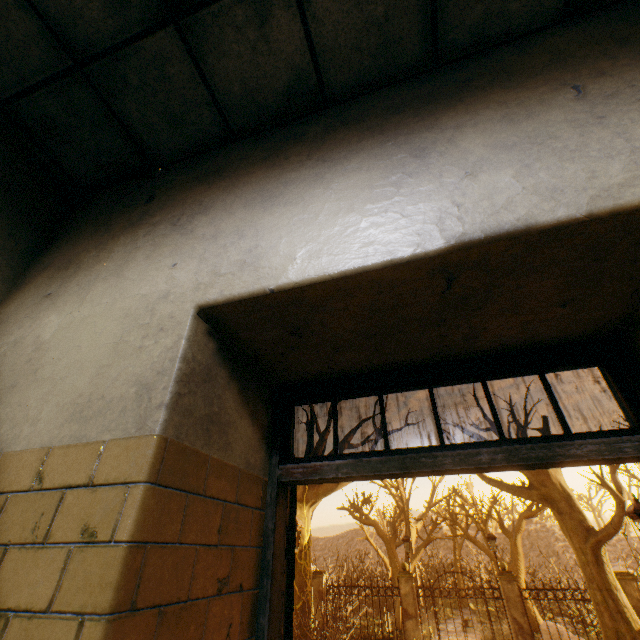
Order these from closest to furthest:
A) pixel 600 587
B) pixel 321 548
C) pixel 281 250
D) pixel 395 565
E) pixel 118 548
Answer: pixel 118 548 → pixel 281 250 → pixel 600 587 → pixel 395 565 → pixel 321 548

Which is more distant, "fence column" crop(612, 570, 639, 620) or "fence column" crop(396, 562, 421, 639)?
"fence column" crop(396, 562, 421, 639)

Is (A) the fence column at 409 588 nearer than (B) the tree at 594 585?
No

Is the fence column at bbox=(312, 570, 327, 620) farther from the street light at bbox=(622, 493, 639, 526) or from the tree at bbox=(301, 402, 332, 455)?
the tree at bbox=(301, 402, 332, 455)

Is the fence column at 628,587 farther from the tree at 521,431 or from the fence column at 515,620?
the tree at 521,431

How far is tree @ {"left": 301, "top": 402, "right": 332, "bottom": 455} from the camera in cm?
1345

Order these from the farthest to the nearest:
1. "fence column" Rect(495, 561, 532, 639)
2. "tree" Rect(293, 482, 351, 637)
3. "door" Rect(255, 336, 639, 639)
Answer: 1. "fence column" Rect(495, 561, 532, 639)
2. "tree" Rect(293, 482, 351, 637)
3. "door" Rect(255, 336, 639, 639)

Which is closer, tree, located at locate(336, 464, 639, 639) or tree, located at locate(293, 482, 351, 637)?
tree, located at locate(336, 464, 639, 639)
